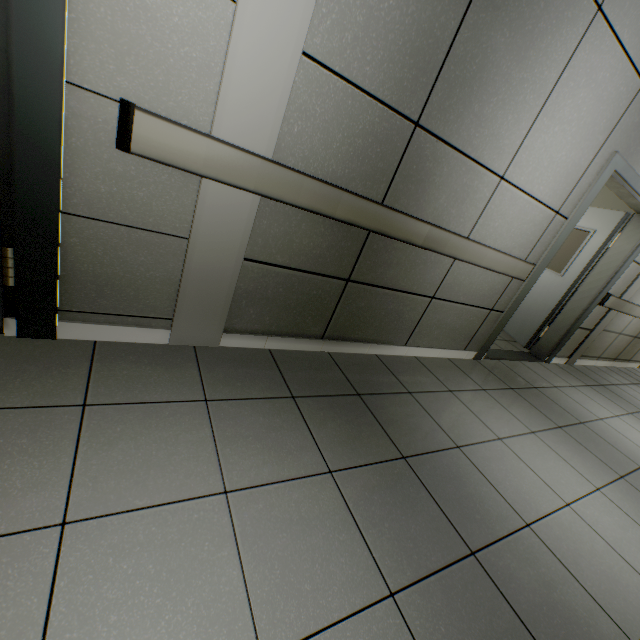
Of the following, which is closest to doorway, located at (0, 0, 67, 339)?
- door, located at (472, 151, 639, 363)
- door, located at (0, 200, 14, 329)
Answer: door, located at (0, 200, 14, 329)

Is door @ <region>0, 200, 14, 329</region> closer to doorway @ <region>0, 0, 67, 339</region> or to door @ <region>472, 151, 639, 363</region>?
doorway @ <region>0, 0, 67, 339</region>

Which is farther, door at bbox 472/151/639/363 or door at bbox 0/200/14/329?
door at bbox 472/151/639/363

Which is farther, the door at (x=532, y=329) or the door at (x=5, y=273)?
the door at (x=532, y=329)

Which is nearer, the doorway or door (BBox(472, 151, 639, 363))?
the doorway

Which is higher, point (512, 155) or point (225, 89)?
point (512, 155)

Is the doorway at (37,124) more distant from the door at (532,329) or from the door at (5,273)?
the door at (532,329)
